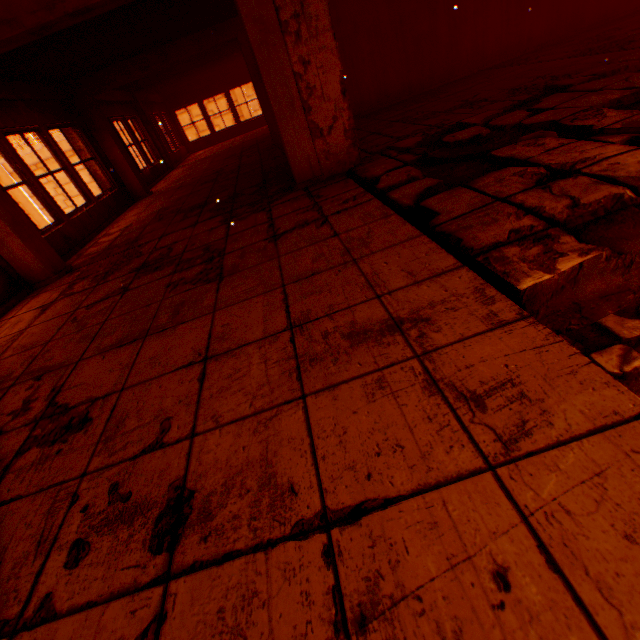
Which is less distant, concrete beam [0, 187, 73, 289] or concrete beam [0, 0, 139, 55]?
concrete beam [0, 0, 139, 55]

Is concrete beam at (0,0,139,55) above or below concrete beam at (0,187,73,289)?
above

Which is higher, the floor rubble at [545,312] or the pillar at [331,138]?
the pillar at [331,138]

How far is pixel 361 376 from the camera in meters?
1.5

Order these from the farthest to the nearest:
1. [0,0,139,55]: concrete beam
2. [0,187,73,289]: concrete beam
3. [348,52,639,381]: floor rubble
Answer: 1. [0,187,73,289]: concrete beam
2. [0,0,139,55]: concrete beam
3. [348,52,639,381]: floor rubble

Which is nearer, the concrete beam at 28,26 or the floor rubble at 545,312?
the floor rubble at 545,312

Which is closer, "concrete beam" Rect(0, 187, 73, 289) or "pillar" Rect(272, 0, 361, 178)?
"pillar" Rect(272, 0, 361, 178)

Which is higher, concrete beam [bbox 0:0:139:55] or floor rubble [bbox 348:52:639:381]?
concrete beam [bbox 0:0:139:55]
